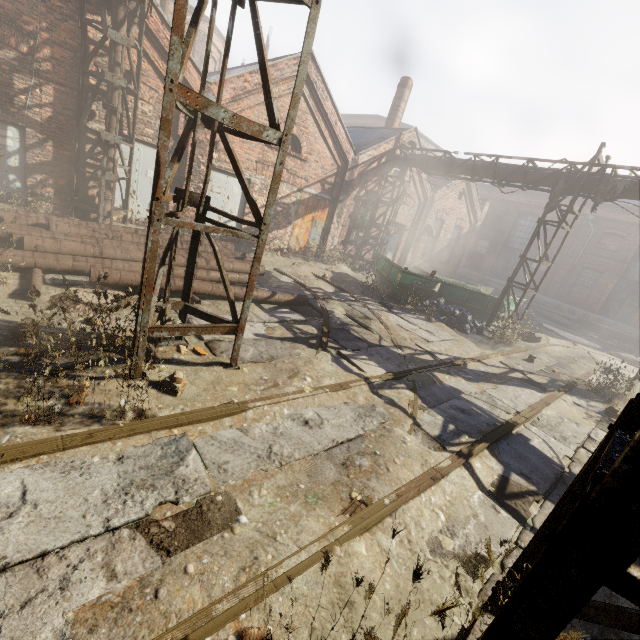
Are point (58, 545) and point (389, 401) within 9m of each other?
yes

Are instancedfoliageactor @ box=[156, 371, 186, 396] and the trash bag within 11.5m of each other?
yes

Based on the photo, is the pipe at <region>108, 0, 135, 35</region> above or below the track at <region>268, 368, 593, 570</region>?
above

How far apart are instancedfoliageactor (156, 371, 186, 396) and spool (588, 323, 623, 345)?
26.30m

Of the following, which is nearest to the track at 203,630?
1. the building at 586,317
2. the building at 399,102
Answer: the building at 586,317

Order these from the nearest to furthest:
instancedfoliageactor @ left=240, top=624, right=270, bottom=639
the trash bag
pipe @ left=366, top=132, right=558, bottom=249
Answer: instancedfoliageactor @ left=240, top=624, right=270, bottom=639, the trash bag, pipe @ left=366, top=132, right=558, bottom=249

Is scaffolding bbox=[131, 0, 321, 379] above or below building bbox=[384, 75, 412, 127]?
below

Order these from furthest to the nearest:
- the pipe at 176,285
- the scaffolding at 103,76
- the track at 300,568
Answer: the scaffolding at 103,76 < the pipe at 176,285 < the track at 300,568
